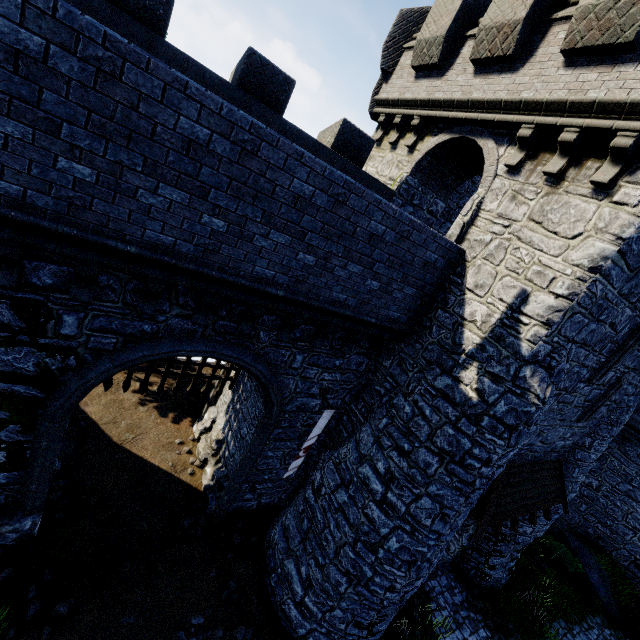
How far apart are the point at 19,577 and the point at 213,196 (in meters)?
9.90

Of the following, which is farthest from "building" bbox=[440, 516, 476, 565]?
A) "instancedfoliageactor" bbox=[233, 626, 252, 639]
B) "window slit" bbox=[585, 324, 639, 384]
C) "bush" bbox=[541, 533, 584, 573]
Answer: "bush" bbox=[541, 533, 584, 573]

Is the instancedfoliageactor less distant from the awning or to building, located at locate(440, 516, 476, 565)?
building, located at locate(440, 516, 476, 565)

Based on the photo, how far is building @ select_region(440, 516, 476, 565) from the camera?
12.68m

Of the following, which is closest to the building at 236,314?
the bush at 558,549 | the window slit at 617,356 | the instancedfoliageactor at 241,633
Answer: the window slit at 617,356

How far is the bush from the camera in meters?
16.7 m

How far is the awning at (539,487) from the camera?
8.6 meters

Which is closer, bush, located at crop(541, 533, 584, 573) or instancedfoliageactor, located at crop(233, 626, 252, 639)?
instancedfoliageactor, located at crop(233, 626, 252, 639)
